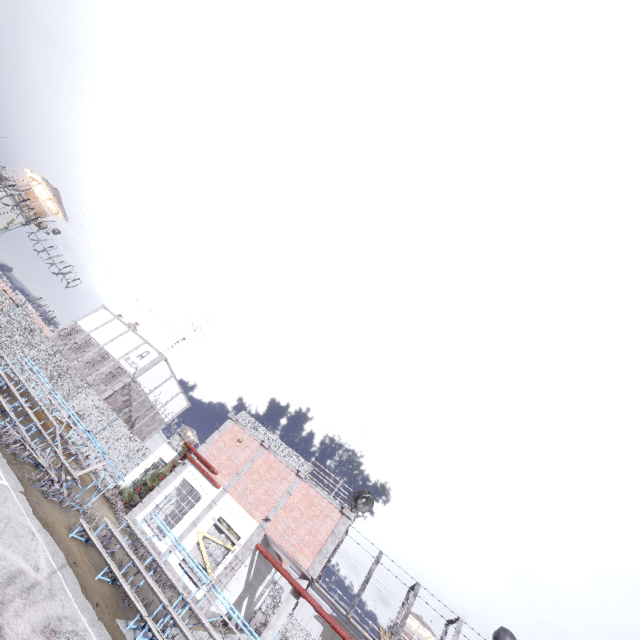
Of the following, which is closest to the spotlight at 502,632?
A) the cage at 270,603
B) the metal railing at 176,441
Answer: the cage at 270,603

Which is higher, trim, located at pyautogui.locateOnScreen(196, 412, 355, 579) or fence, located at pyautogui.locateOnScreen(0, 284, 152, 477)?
trim, located at pyautogui.locateOnScreen(196, 412, 355, 579)

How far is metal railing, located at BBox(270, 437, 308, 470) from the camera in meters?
18.4

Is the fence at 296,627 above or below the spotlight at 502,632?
below

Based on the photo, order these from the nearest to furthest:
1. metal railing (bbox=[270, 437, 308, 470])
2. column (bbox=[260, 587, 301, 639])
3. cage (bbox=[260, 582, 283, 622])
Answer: column (bbox=[260, 587, 301, 639]) → metal railing (bbox=[270, 437, 308, 470]) → cage (bbox=[260, 582, 283, 622])

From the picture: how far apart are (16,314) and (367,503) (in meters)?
22.31

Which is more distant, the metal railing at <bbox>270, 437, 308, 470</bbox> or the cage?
the cage
